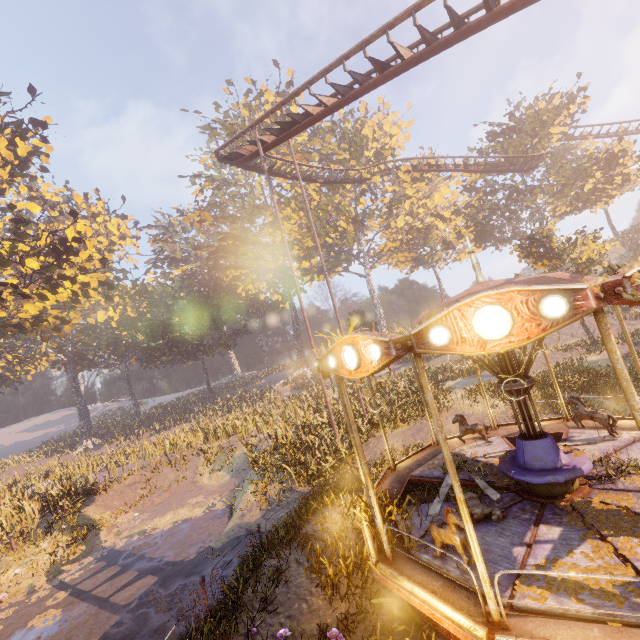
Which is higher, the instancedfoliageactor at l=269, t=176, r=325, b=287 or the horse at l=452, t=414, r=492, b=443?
the instancedfoliageactor at l=269, t=176, r=325, b=287

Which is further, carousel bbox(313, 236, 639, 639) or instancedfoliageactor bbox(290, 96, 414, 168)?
instancedfoliageactor bbox(290, 96, 414, 168)

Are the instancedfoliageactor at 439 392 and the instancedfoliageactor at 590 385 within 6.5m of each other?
no

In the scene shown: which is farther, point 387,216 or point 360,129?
point 387,216

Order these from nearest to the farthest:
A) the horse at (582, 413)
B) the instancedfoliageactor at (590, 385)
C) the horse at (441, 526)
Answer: the horse at (441, 526)
the horse at (582, 413)
the instancedfoliageactor at (590, 385)

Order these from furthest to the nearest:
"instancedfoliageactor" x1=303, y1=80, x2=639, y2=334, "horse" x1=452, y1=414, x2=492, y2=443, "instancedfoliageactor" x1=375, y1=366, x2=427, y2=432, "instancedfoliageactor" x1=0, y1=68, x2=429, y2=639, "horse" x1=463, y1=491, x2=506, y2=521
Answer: "instancedfoliageactor" x1=303, y1=80, x2=639, y2=334
"instancedfoliageactor" x1=375, y1=366, x2=427, y2=432
"horse" x1=452, y1=414, x2=492, y2=443
"instancedfoliageactor" x1=0, y1=68, x2=429, y2=639
"horse" x1=463, y1=491, x2=506, y2=521

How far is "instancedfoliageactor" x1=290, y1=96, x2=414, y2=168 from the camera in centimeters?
3788cm

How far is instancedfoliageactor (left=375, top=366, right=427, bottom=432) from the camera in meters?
14.9 m
